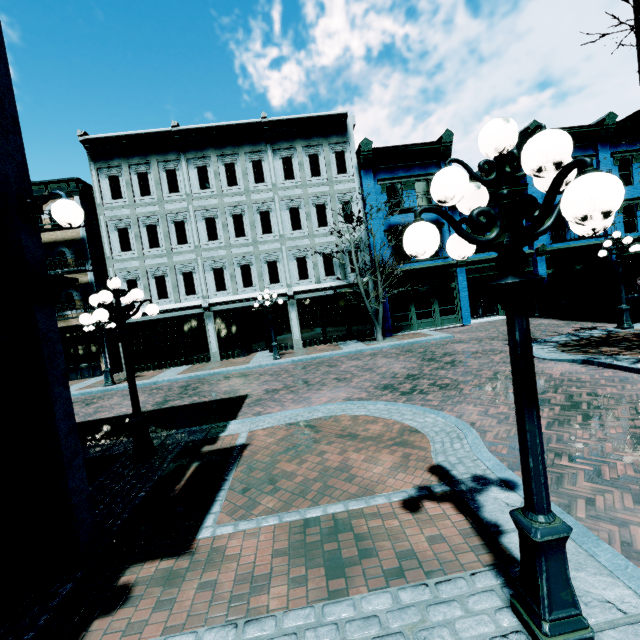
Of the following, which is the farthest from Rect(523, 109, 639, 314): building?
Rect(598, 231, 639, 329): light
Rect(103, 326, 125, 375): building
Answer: Rect(103, 326, 125, 375): building

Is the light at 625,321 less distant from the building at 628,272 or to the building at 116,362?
the building at 628,272

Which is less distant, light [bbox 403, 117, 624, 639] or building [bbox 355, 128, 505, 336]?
light [bbox 403, 117, 624, 639]

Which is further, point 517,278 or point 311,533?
point 311,533

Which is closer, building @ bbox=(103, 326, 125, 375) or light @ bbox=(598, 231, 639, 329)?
light @ bbox=(598, 231, 639, 329)

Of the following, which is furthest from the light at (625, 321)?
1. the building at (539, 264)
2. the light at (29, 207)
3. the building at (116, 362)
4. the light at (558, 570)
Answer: the building at (116, 362)

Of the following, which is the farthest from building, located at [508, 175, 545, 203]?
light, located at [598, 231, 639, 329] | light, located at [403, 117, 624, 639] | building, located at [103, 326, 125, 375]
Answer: building, located at [103, 326, 125, 375]

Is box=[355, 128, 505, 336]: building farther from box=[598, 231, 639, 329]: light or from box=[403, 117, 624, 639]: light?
box=[403, 117, 624, 639]: light
